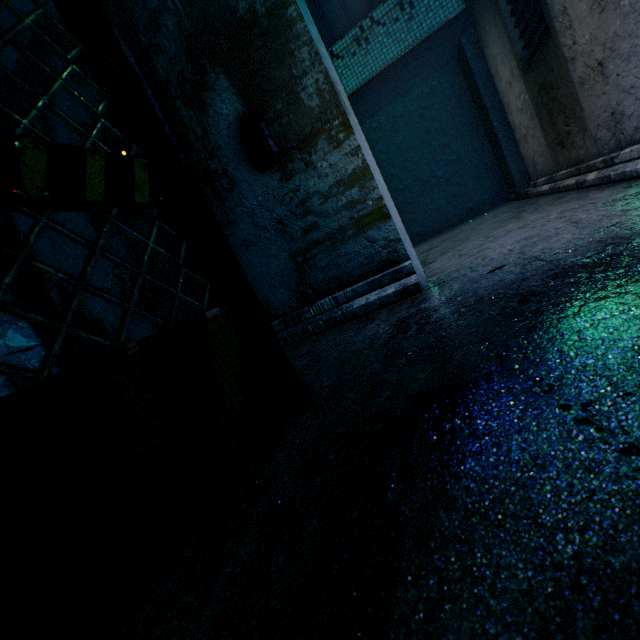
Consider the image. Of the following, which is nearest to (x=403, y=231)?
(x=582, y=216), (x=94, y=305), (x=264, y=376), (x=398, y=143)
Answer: (x=582, y=216)

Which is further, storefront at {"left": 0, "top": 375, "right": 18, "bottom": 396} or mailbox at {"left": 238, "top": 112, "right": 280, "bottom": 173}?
mailbox at {"left": 238, "top": 112, "right": 280, "bottom": 173}

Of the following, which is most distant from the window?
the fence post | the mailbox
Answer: the fence post

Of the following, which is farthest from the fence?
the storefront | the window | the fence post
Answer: the window

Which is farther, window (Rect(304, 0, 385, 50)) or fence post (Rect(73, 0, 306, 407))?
window (Rect(304, 0, 385, 50))

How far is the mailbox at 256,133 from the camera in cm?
212

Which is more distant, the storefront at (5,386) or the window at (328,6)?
the window at (328,6)

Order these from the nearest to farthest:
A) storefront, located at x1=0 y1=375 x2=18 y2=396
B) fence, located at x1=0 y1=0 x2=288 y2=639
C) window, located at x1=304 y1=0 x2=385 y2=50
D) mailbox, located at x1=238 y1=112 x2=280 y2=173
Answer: fence, located at x1=0 y1=0 x2=288 y2=639 < storefront, located at x1=0 y1=375 x2=18 y2=396 < mailbox, located at x1=238 y1=112 x2=280 y2=173 < window, located at x1=304 y1=0 x2=385 y2=50
